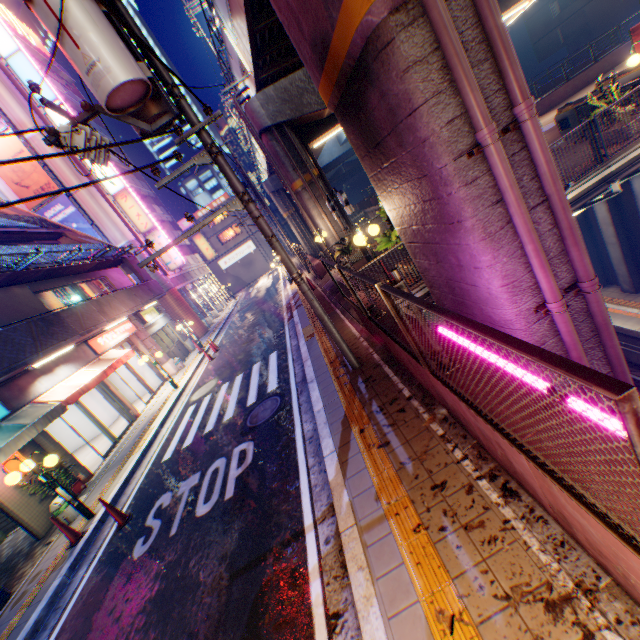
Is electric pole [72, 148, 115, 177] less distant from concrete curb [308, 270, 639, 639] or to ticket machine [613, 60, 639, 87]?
concrete curb [308, 270, 639, 639]

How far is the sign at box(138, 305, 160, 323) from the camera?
19.2m

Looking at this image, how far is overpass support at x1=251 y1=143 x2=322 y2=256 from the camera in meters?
33.9 m

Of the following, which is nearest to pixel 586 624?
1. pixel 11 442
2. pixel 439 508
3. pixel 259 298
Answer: pixel 439 508

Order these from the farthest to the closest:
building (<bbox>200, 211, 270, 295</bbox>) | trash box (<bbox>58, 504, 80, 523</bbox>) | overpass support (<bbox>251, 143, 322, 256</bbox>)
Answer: building (<bbox>200, 211, 270, 295</bbox>)
overpass support (<bbox>251, 143, 322, 256</bbox>)
trash box (<bbox>58, 504, 80, 523</bbox>)

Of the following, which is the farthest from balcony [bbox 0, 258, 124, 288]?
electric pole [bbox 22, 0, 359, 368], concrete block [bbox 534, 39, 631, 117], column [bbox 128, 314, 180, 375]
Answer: concrete block [bbox 534, 39, 631, 117]

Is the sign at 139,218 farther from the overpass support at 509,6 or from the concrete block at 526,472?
the concrete block at 526,472

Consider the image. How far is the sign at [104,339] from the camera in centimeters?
1421cm
